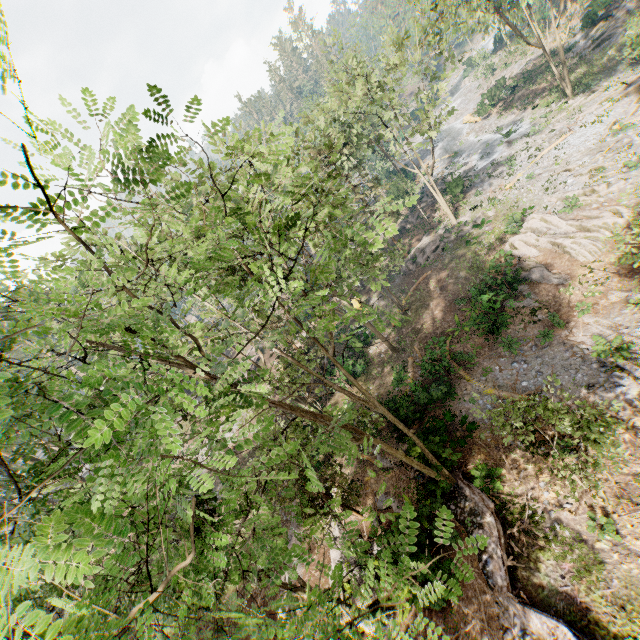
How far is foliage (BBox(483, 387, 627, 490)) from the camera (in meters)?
8.91

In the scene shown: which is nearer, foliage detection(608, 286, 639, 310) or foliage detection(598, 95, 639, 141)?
foliage detection(608, 286, 639, 310)

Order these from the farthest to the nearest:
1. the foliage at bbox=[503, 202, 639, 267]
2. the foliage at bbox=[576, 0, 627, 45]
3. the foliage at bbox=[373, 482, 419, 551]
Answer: the foliage at bbox=[576, 0, 627, 45], the foliage at bbox=[503, 202, 639, 267], the foliage at bbox=[373, 482, 419, 551]

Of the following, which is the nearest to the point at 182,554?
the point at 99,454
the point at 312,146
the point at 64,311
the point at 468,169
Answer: the point at 99,454

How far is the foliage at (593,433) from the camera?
8.91m
